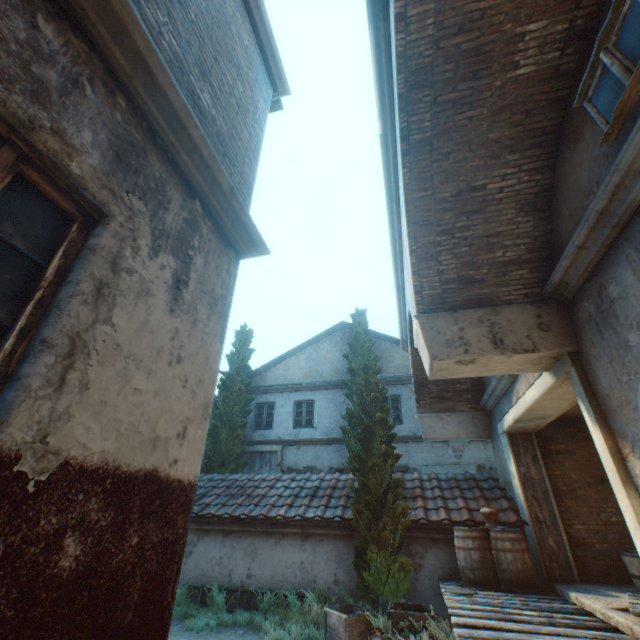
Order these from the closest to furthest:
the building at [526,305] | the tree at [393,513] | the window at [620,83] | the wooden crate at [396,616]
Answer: the window at [620,83], the building at [526,305], the wooden crate at [396,616], the tree at [393,513]

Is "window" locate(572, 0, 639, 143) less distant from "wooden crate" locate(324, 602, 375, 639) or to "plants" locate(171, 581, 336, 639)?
"wooden crate" locate(324, 602, 375, 639)

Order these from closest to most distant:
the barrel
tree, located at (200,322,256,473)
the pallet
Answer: the pallet < the barrel < tree, located at (200,322,256,473)

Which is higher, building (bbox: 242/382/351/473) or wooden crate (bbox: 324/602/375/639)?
building (bbox: 242/382/351/473)

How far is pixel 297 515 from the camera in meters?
8.1

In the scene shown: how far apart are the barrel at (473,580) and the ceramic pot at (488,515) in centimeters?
3cm

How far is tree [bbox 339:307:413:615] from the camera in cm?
667

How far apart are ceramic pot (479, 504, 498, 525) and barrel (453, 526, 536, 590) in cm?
3
